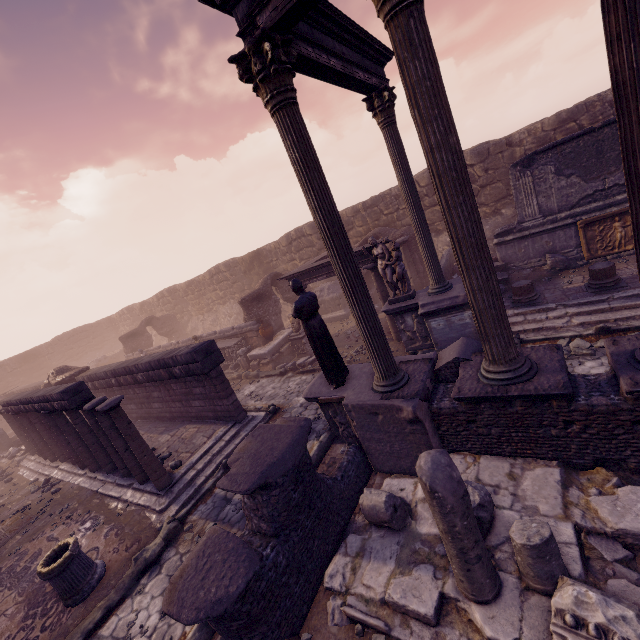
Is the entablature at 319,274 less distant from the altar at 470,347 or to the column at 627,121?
the altar at 470,347

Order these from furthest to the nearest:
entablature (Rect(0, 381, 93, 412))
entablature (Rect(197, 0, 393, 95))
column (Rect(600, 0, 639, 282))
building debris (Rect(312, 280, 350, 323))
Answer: building debris (Rect(312, 280, 350, 323))
entablature (Rect(0, 381, 93, 412))
entablature (Rect(197, 0, 393, 95))
column (Rect(600, 0, 639, 282))

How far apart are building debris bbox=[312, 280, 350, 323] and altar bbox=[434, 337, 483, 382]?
10.2 meters

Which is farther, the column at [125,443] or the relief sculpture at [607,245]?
the relief sculpture at [607,245]

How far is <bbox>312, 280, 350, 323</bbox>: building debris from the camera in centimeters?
1697cm

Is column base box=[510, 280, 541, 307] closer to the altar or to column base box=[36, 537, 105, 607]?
the altar

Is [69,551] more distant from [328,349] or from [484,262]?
[484,262]

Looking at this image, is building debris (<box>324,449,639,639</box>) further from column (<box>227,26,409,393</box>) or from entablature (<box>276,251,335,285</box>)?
entablature (<box>276,251,335,285</box>)
